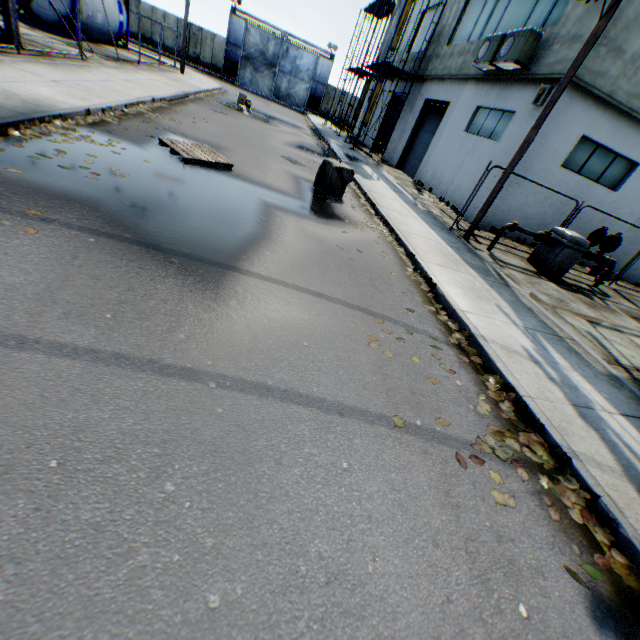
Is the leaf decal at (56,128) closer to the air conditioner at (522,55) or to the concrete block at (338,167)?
the concrete block at (338,167)

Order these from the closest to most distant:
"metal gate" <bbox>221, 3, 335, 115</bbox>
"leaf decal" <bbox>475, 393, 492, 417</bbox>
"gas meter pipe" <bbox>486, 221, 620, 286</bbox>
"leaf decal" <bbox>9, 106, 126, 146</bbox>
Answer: "leaf decal" <bbox>475, 393, 492, 417</bbox>
"leaf decal" <bbox>9, 106, 126, 146</bbox>
"gas meter pipe" <bbox>486, 221, 620, 286</bbox>
"metal gate" <bbox>221, 3, 335, 115</bbox>

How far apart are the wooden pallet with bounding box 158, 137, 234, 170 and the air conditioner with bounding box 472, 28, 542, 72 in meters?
10.6

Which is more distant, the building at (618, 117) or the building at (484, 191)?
the building at (484, 191)

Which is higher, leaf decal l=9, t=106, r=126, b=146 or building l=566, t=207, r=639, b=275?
building l=566, t=207, r=639, b=275

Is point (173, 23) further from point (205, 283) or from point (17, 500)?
point (17, 500)

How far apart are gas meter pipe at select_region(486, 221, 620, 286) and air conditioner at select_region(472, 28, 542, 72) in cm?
577

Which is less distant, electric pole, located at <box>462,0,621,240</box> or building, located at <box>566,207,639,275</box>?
electric pole, located at <box>462,0,621,240</box>
